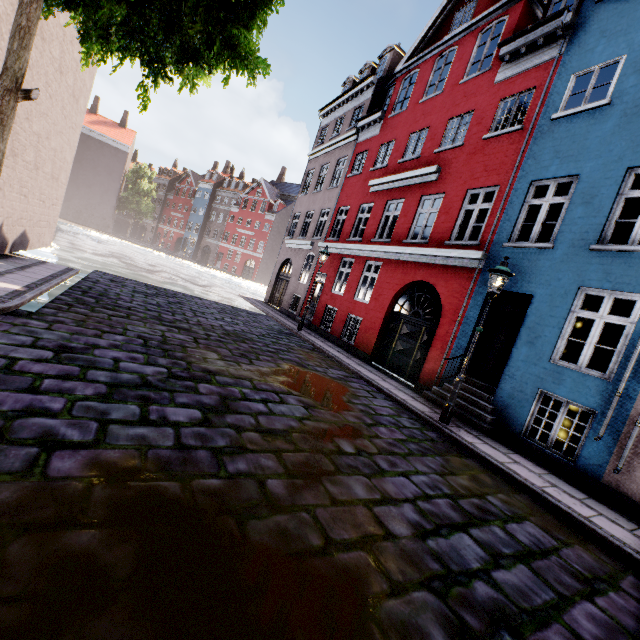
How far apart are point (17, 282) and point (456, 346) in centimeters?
1087cm

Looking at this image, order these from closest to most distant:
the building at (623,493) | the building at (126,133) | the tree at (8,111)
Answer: the tree at (8,111) → the building at (623,493) → the building at (126,133)

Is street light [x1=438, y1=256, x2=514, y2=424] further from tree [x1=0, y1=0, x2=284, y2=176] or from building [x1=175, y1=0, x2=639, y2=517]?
tree [x1=0, y1=0, x2=284, y2=176]

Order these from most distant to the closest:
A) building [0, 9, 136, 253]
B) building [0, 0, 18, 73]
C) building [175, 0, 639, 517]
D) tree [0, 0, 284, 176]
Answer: building [0, 9, 136, 253] → building [175, 0, 639, 517] → building [0, 0, 18, 73] → tree [0, 0, 284, 176]

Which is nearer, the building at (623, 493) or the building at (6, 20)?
the building at (6, 20)

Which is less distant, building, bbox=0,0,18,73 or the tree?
the tree

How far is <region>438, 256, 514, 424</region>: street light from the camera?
6.82m

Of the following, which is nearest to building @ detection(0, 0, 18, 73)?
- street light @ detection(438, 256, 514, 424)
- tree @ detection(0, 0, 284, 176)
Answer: street light @ detection(438, 256, 514, 424)
